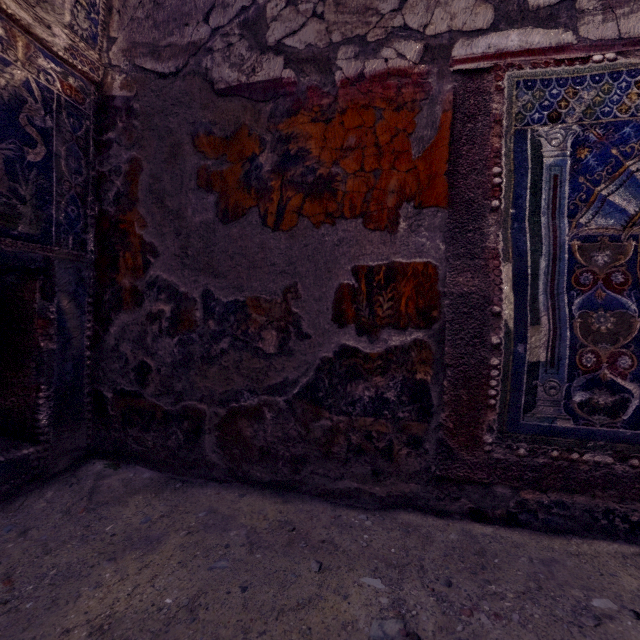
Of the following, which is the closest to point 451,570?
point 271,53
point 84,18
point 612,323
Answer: point 612,323
